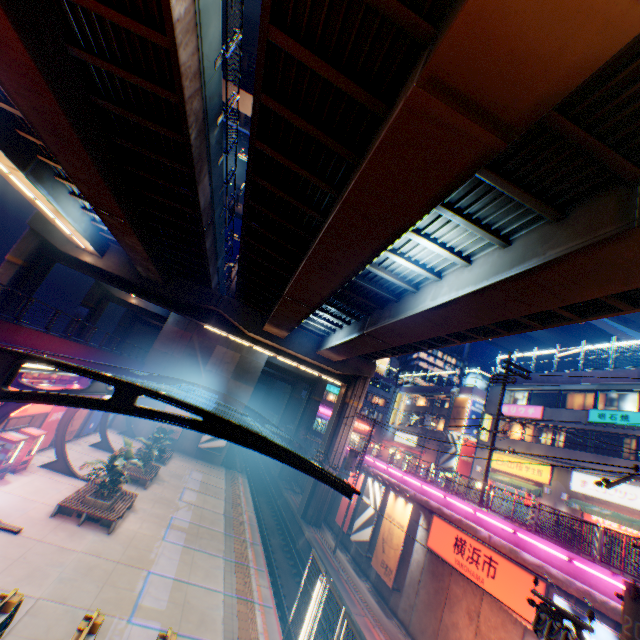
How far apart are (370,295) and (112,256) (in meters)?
22.69

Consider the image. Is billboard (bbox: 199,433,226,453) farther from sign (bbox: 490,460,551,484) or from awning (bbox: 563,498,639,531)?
awning (bbox: 563,498,639,531)

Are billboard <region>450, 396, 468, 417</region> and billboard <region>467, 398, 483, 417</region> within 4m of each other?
yes

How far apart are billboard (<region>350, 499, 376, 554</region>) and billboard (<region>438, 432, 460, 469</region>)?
16.65m

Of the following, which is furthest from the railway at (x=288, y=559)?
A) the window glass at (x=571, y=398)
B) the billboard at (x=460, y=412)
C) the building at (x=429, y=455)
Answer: the window glass at (x=571, y=398)

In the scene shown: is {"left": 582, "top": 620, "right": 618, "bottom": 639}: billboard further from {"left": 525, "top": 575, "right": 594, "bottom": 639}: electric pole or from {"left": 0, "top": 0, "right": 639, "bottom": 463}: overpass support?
{"left": 0, "top": 0, "right": 639, "bottom": 463}: overpass support

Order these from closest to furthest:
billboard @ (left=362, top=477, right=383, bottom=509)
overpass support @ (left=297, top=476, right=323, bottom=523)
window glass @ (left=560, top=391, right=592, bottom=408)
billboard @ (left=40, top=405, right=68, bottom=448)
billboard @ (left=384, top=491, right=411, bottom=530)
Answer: billboard @ (left=384, top=491, right=411, bottom=530)
billboard @ (left=40, top=405, right=68, bottom=448)
billboard @ (left=362, top=477, right=383, bottom=509)
window glass @ (left=560, top=391, right=592, bottom=408)
overpass support @ (left=297, top=476, right=323, bottom=523)

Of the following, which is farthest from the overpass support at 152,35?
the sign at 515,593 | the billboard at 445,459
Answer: the billboard at 445,459
